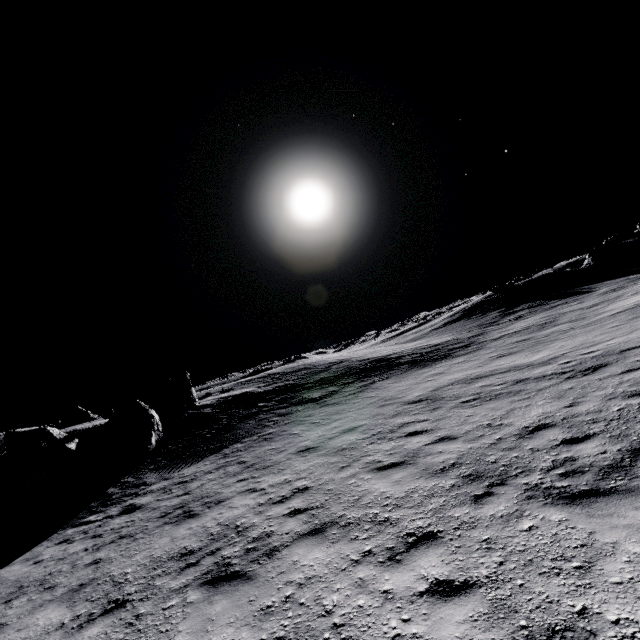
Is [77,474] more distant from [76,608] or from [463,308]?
[463,308]
